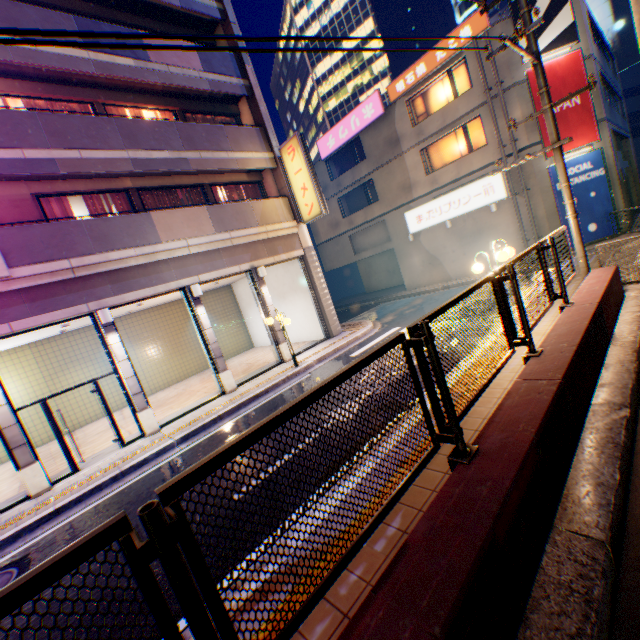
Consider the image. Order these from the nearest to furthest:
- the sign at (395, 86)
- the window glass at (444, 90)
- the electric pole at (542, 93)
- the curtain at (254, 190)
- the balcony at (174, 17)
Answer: the electric pole at (542, 93) < the balcony at (174, 17) < the curtain at (254, 190) < the sign at (395, 86) < the window glass at (444, 90)

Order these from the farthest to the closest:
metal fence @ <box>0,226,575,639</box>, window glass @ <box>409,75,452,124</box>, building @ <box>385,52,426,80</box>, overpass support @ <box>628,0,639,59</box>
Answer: building @ <box>385,52,426,80</box> < window glass @ <box>409,75,452,124</box> < overpass support @ <box>628,0,639,59</box> < metal fence @ <box>0,226,575,639</box>

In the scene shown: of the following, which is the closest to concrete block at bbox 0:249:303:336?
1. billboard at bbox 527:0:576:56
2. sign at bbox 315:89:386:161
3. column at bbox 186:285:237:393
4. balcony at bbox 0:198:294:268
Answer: column at bbox 186:285:237:393

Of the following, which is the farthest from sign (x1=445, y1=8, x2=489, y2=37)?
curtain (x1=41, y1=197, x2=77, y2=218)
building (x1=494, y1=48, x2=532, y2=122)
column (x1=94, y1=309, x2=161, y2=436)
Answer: column (x1=94, y1=309, x2=161, y2=436)

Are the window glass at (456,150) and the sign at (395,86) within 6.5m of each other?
yes

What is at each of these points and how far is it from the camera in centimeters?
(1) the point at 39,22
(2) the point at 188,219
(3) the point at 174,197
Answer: (1) balcony, 942cm
(2) balcony, 1156cm
(3) curtain, 1302cm

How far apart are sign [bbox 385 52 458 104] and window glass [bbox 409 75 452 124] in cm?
48

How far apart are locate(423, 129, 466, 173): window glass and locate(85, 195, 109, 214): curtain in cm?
1782
